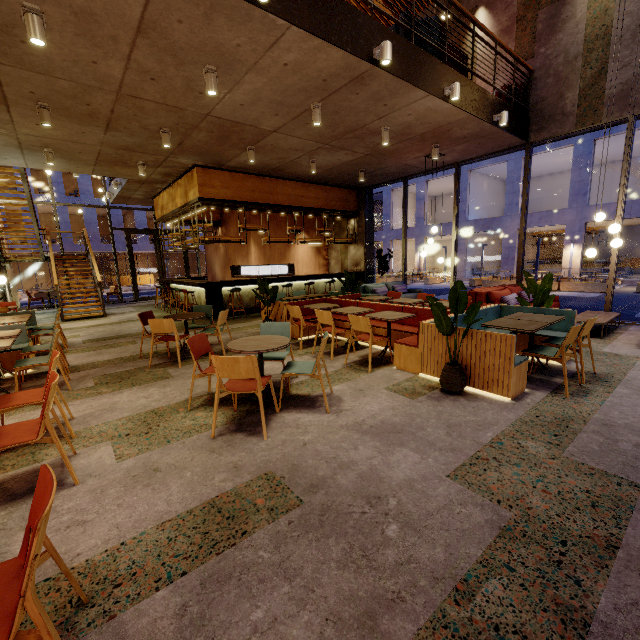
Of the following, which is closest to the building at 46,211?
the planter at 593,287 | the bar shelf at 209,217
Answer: the bar shelf at 209,217

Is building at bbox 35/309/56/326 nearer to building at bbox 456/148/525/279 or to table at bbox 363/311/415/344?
table at bbox 363/311/415/344

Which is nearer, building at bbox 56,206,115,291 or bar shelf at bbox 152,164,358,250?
bar shelf at bbox 152,164,358,250

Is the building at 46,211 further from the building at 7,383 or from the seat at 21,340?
the seat at 21,340

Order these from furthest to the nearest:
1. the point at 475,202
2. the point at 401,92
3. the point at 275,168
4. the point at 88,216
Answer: the point at 88,216 < the point at 475,202 < the point at 275,168 < the point at 401,92

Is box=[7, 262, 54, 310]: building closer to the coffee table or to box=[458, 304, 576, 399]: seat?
box=[458, 304, 576, 399]: seat

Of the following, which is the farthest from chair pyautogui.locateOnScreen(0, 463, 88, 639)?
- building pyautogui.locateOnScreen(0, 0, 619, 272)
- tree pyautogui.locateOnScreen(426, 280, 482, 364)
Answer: tree pyautogui.locateOnScreen(426, 280, 482, 364)

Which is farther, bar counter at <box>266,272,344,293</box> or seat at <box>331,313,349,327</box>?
bar counter at <box>266,272,344,293</box>
